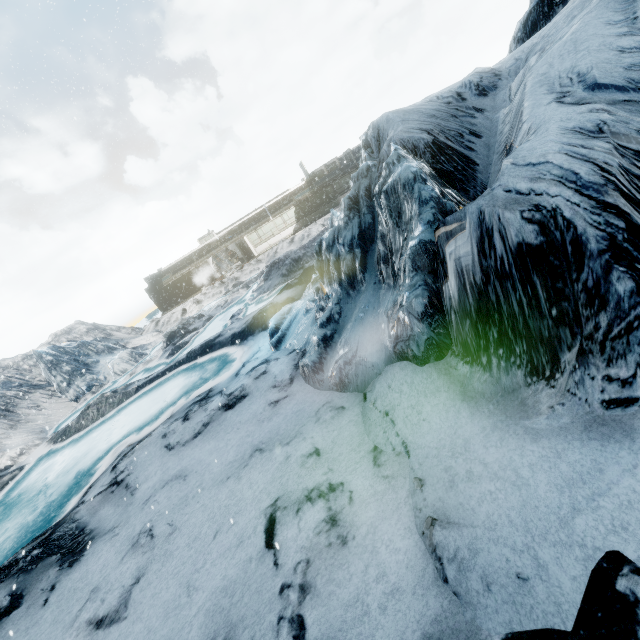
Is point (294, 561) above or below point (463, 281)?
below
